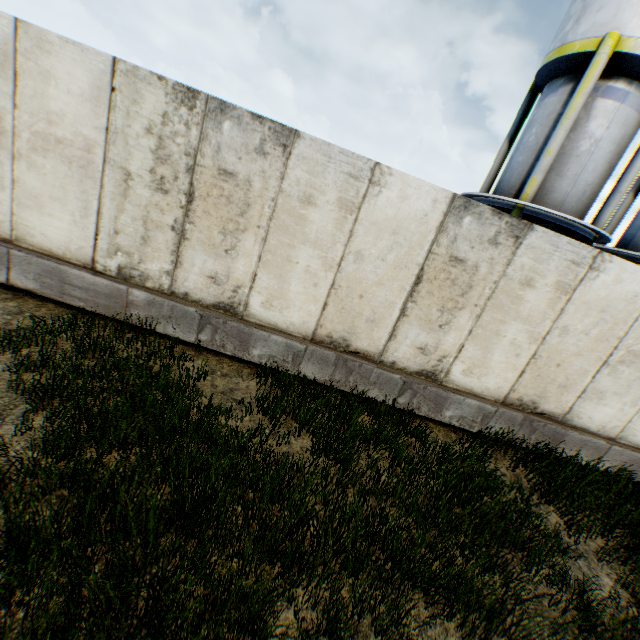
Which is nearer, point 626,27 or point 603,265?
point 603,265
